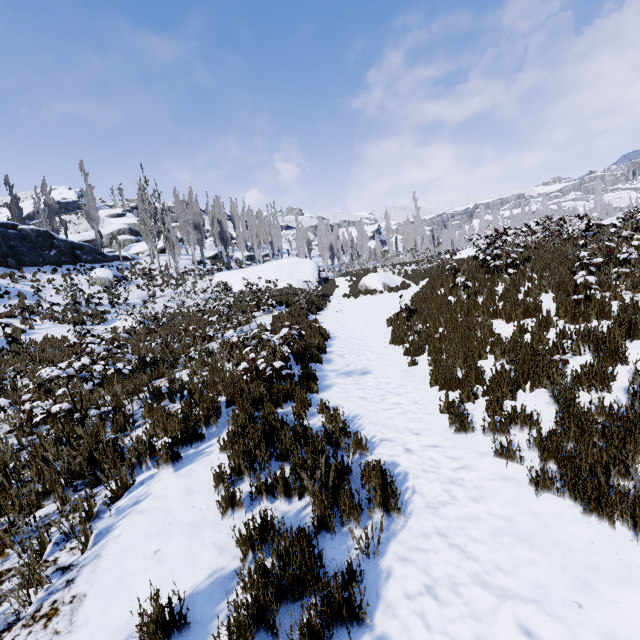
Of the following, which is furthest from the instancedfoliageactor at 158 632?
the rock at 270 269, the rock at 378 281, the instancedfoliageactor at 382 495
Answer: the rock at 378 281

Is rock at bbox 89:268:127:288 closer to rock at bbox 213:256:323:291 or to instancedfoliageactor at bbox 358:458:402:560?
rock at bbox 213:256:323:291

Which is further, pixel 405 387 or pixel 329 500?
pixel 405 387

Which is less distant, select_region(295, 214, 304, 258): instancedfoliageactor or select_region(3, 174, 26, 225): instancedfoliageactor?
select_region(3, 174, 26, 225): instancedfoliageactor

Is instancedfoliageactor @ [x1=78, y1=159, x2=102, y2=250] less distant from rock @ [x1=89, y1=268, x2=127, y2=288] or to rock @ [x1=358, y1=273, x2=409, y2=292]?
rock @ [x1=89, y1=268, x2=127, y2=288]

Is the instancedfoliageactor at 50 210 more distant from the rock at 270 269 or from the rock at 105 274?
the rock at 105 274

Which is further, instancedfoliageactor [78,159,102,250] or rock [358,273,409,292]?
instancedfoliageactor [78,159,102,250]

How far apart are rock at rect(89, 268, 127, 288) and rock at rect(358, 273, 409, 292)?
18.4 meters
